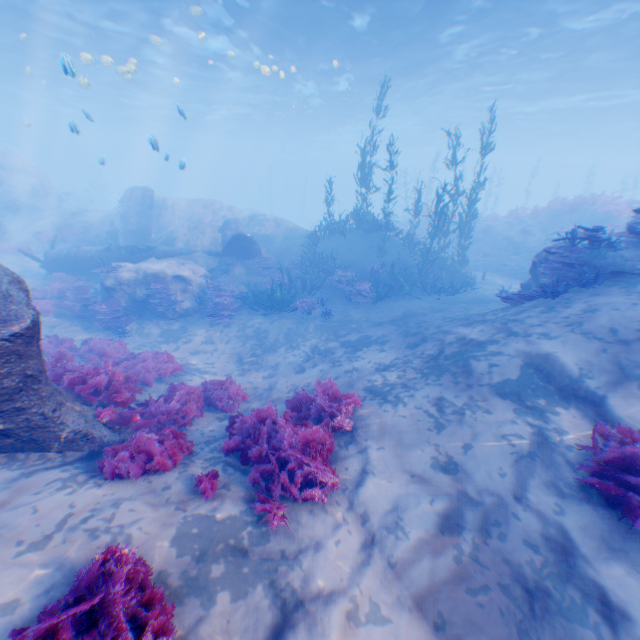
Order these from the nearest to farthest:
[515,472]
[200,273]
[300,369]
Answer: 1. [515,472]
2. [300,369]
3. [200,273]

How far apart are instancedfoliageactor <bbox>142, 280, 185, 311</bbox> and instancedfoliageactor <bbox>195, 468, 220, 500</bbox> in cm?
1000

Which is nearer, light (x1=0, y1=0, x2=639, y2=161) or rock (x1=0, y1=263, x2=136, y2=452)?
rock (x1=0, y1=263, x2=136, y2=452)

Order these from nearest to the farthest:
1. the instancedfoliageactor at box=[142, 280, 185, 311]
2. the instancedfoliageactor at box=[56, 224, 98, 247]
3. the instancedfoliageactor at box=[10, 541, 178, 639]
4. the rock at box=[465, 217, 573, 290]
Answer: the instancedfoliageactor at box=[10, 541, 178, 639], the rock at box=[465, 217, 573, 290], the instancedfoliageactor at box=[142, 280, 185, 311], the instancedfoliageactor at box=[56, 224, 98, 247]

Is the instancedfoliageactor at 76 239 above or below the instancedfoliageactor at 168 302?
above

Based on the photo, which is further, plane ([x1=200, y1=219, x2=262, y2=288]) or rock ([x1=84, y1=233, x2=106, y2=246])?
rock ([x1=84, y1=233, x2=106, y2=246])

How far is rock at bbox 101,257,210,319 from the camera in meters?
13.3

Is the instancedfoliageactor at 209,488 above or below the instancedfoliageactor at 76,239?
below
